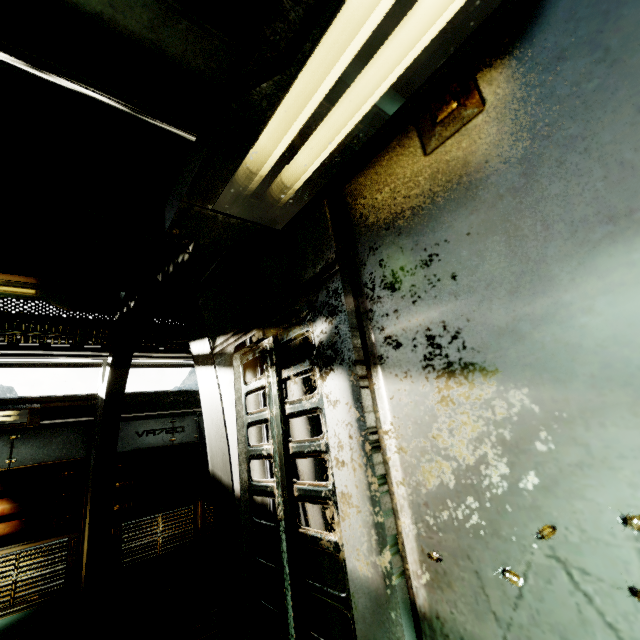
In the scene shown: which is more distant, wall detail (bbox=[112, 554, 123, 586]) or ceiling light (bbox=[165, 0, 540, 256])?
wall detail (bbox=[112, 554, 123, 586])

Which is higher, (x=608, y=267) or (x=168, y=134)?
(x=168, y=134)

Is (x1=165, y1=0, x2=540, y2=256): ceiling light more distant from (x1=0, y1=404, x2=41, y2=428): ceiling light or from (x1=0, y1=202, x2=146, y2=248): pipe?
(x1=0, y1=404, x2=41, y2=428): ceiling light

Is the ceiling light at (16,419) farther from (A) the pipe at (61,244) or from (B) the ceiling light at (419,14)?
(B) the ceiling light at (419,14)

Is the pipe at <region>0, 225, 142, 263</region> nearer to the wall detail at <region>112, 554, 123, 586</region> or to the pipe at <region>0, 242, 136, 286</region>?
the pipe at <region>0, 242, 136, 286</region>

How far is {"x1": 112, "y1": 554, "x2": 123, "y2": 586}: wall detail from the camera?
5.3m

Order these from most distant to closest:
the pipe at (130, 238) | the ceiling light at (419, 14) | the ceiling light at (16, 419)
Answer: the ceiling light at (16, 419) → the pipe at (130, 238) → the ceiling light at (419, 14)

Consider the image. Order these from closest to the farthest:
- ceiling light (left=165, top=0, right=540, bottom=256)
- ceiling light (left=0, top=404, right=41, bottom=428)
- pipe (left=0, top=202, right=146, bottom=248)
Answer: ceiling light (left=165, top=0, right=540, bottom=256) → pipe (left=0, top=202, right=146, bottom=248) → ceiling light (left=0, top=404, right=41, bottom=428)
